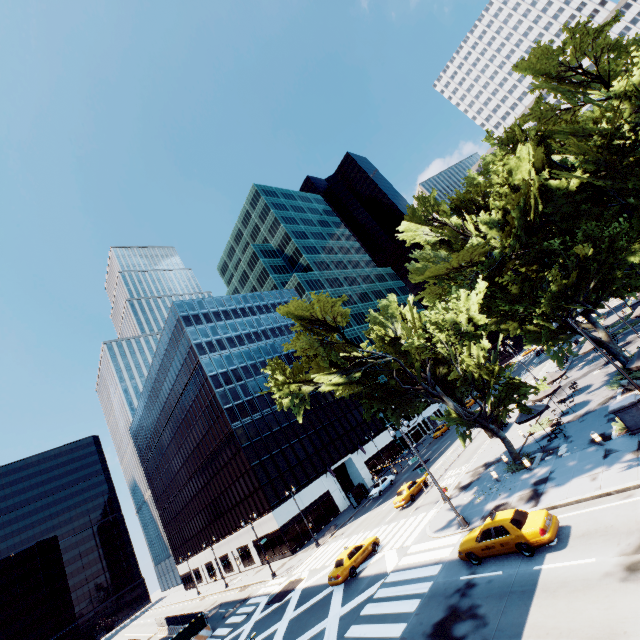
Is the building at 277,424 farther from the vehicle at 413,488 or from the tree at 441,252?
the tree at 441,252

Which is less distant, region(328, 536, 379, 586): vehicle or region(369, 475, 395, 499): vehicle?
region(328, 536, 379, 586): vehicle

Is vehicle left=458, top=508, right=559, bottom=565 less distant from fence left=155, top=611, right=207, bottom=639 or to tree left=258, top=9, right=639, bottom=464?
tree left=258, top=9, right=639, bottom=464

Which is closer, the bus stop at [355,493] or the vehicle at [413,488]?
the vehicle at [413,488]

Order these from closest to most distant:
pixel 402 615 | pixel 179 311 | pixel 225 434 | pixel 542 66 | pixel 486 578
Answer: pixel 486 578 → pixel 402 615 → pixel 542 66 → pixel 225 434 → pixel 179 311

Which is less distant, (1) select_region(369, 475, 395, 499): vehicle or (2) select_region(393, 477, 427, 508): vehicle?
(2) select_region(393, 477, 427, 508): vehicle

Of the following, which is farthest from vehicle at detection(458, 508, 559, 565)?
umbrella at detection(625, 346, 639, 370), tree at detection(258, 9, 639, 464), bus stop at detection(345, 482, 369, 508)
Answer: bus stop at detection(345, 482, 369, 508)

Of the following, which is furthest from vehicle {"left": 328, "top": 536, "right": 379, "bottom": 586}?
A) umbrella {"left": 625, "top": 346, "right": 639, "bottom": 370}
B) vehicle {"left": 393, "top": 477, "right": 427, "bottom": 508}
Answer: umbrella {"left": 625, "top": 346, "right": 639, "bottom": 370}
